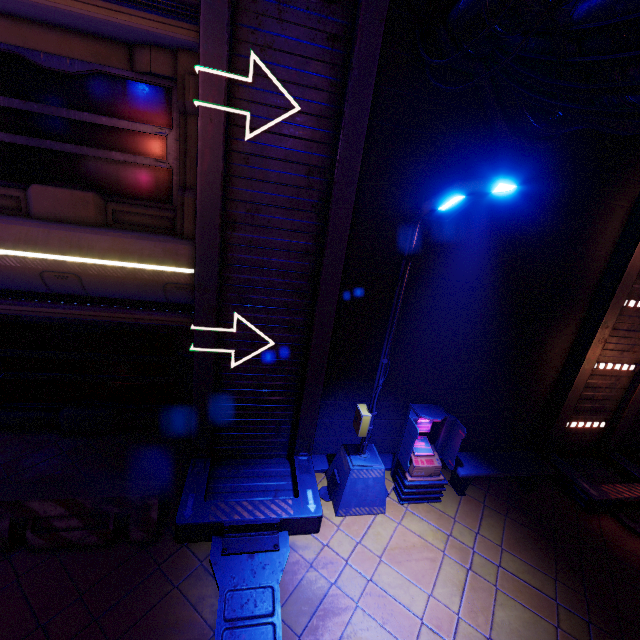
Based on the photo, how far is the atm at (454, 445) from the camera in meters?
6.5 m

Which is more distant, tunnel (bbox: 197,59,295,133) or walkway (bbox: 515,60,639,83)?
tunnel (bbox: 197,59,295,133)

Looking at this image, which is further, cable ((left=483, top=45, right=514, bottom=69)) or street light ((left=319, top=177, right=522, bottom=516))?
cable ((left=483, top=45, right=514, bottom=69))

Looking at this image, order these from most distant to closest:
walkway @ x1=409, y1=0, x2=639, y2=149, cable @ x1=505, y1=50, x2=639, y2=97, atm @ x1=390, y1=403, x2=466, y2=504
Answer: atm @ x1=390, y1=403, x2=466, y2=504 → walkway @ x1=409, y1=0, x2=639, y2=149 → cable @ x1=505, y1=50, x2=639, y2=97

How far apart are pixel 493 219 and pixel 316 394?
4.99m

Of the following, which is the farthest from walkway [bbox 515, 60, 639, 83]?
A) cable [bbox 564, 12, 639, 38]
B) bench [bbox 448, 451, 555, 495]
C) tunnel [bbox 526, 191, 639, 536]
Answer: bench [bbox 448, 451, 555, 495]

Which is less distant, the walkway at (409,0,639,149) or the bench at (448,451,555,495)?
the walkway at (409,0,639,149)

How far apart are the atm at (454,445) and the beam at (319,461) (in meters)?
0.23
